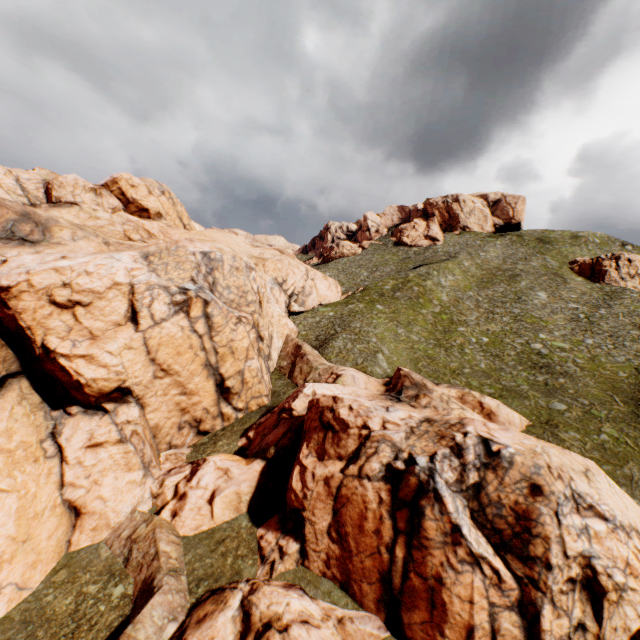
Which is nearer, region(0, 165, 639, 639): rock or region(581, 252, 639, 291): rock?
region(0, 165, 639, 639): rock

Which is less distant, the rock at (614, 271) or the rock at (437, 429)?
the rock at (437, 429)

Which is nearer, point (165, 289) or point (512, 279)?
point (165, 289)

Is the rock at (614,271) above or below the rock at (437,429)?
above

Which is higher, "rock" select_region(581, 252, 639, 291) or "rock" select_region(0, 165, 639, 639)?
"rock" select_region(581, 252, 639, 291)
